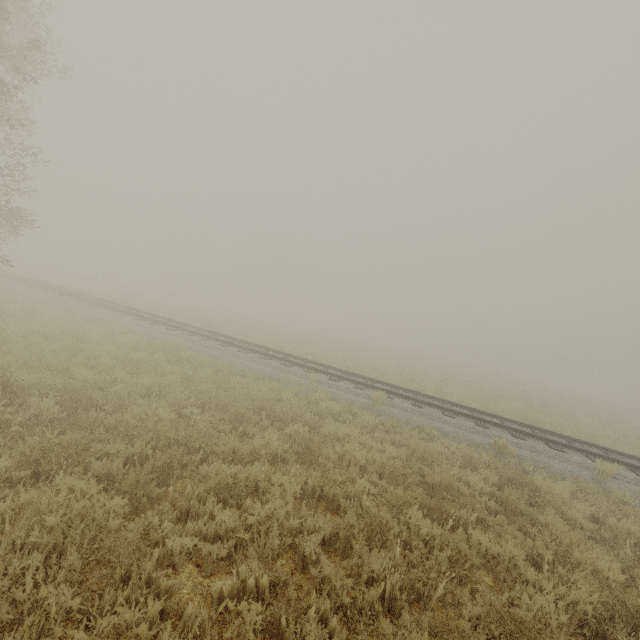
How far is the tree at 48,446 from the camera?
4.27m

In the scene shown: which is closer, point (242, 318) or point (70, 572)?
point (70, 572)

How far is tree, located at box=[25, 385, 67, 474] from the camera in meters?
4.3 m

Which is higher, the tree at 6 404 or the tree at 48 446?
the tree at 48 446

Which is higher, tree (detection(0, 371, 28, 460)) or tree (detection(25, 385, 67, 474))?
tree (detection(25, 385, 67, 474))
